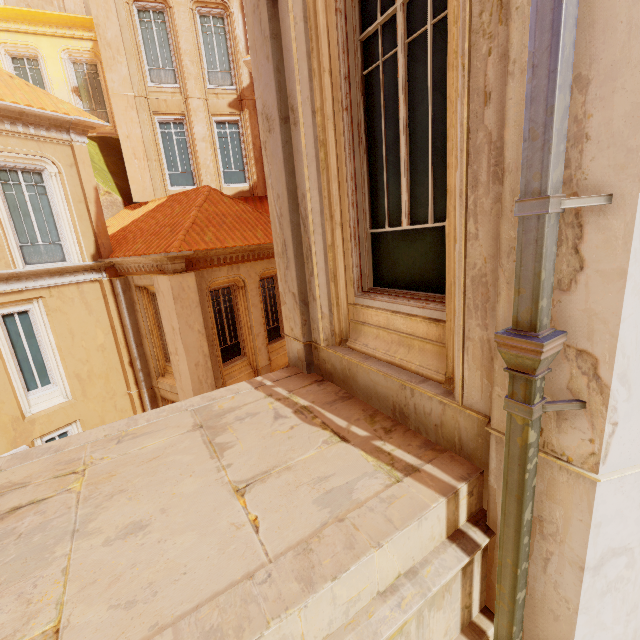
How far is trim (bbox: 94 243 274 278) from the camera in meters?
8.5

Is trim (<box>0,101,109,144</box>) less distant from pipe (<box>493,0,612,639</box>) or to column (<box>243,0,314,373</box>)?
column (<box>243,0,314,373</box>)

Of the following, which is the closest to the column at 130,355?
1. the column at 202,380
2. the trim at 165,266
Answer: the trim at 165,266

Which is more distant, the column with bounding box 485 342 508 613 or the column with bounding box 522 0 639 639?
the column with bounding box 485 342 508 613

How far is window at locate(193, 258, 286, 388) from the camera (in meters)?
9.94

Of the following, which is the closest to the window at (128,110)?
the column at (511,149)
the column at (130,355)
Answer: the column at (130,355)

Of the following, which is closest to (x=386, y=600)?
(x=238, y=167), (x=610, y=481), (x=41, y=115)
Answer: (x=610, y=481)

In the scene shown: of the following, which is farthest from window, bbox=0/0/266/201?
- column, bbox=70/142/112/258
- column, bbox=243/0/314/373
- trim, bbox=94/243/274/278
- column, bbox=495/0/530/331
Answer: column, bbox=495/0/530/331
